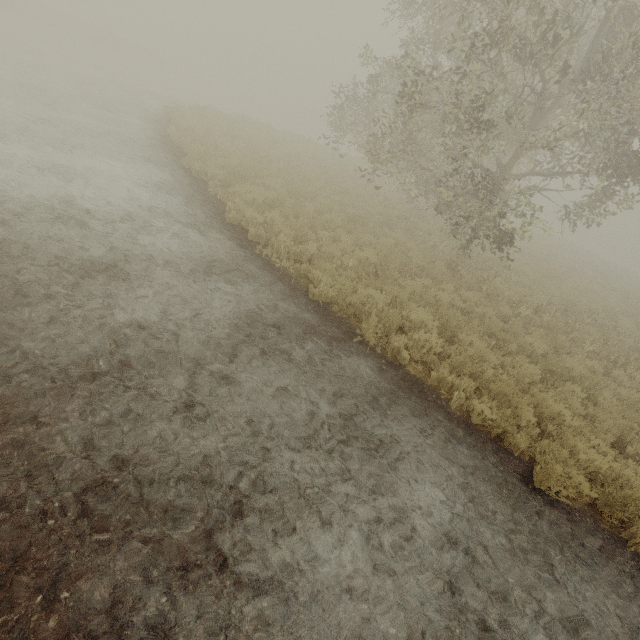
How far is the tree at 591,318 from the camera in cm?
1017

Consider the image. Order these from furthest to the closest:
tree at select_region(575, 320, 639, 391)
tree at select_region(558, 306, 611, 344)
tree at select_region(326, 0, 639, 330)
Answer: tree at select_region(558, 306, 611, 344), tree at select_region(575, 320, 639, 391), tree at select_region(326, 0, 639, 330)

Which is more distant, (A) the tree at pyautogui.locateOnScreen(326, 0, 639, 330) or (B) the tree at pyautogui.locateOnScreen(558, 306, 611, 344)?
(B) the tree at pyautogui.locateOnScreen(558, 306, 611, 344)

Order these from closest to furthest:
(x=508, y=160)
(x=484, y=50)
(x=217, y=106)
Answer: (x=484, y=50)
(x=508, y=160)
(x=217, y=106)

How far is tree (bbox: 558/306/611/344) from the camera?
10.2 meters

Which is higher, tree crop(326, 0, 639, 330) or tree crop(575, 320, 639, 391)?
tree crop(326, 0, 639, 330)

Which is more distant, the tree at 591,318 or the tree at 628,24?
the tree at 591,318
